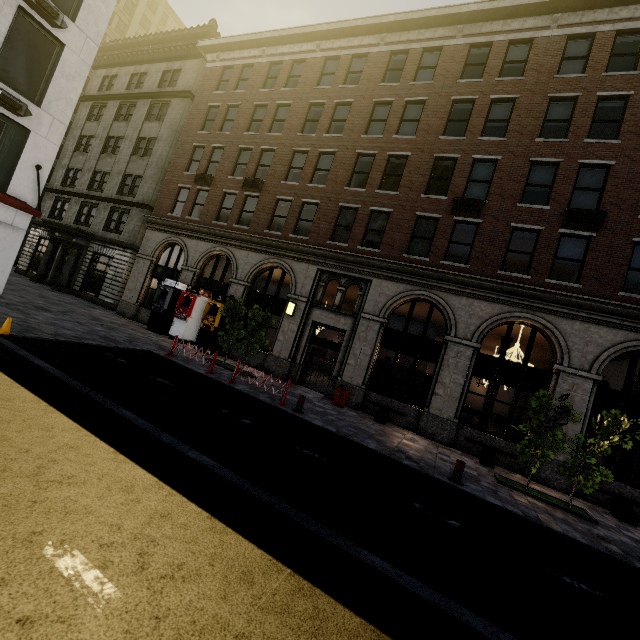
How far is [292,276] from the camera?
16.94m

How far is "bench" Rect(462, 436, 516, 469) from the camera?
11.5 meters

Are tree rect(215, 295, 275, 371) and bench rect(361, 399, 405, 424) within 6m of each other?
yes

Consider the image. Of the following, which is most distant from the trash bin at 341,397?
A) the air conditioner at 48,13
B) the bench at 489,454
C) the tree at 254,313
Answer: the air conditioner at 48,13

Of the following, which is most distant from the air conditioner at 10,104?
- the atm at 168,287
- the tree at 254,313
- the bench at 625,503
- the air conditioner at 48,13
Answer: the bench at 625,503

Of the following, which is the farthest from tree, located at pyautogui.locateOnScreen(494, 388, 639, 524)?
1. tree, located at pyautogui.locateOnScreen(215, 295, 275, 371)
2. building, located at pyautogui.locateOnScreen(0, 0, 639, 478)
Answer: tree, located at pyautogui.locateOnScreen(215, 295, 275, 371)

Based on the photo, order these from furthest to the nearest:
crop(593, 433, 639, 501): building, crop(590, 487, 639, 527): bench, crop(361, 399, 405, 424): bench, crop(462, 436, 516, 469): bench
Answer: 1. crop(361, 399, 405, 424): bench
2. crop(462, 436, 516, 469): bench
3. crop(593, 433, 639, 501): building
4. crop(590, 487, 639, 527): bench

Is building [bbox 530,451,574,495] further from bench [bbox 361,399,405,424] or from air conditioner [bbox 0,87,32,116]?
air conditioner [bbox 0,87,32,116]
